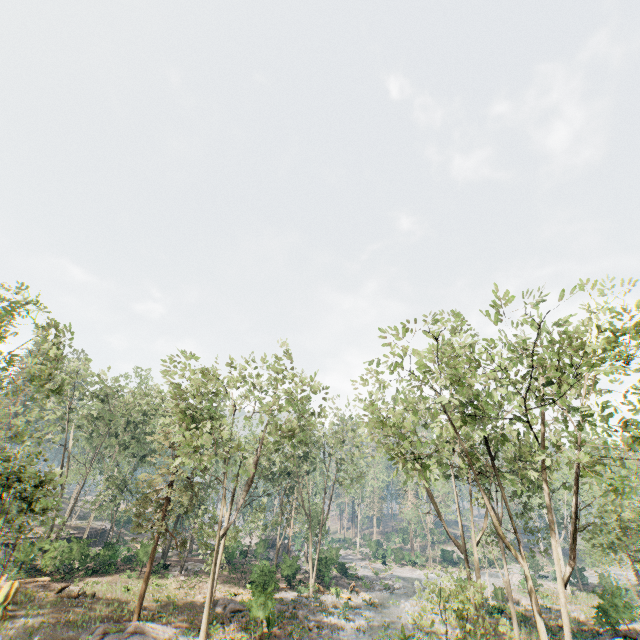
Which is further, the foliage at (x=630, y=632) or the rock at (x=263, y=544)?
the rock at (x=263, y=544)

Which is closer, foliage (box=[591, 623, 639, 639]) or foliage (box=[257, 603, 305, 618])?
foliage (box=[257, 603, 305, 618])

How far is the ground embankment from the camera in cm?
2814

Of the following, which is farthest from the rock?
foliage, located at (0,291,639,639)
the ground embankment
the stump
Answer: the stump

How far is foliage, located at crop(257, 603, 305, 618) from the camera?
21.77m

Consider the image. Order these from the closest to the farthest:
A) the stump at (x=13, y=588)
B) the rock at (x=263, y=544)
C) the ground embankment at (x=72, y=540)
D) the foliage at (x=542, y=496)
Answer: the foliage at (x=542, y=496), the stump at (x=13, y=588), the ground embankment at (x=72, y=540), the rock at (x=263, y=544)

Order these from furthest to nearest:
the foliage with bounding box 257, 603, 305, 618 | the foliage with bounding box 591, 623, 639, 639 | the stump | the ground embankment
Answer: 1. the ground embankment
2. the foliage with bounding box 591, 623, 639, 639
3. the foliage with bounding box 257, 603, 305, 618
4. the stump

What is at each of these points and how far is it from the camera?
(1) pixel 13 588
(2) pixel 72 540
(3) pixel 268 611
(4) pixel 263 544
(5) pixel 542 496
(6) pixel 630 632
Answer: (1) stump, 20.8 meters
(2) ground embankment, 29.7 meters
(3) foliage, 21.8 meters
(4) rock, 43.1 meters
(5) foliage, 20.6 meters
(6) foliage, 23.5 meters
